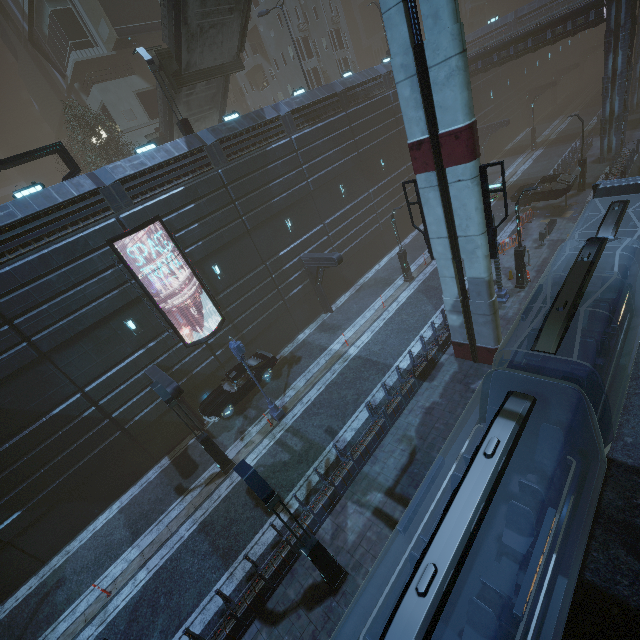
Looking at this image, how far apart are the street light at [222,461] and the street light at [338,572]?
6.7 meters

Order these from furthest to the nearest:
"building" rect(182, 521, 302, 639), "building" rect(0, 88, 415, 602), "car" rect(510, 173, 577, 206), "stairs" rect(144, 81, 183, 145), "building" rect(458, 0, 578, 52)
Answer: "building" rect(458, 0, 578, 52), "car" rect(510, 173, 577, 206), "stairs" rect(144, 81, 183, 145), "building" rect(0, 88, 415, 602), "building" rect(182, 521, 302, 639)

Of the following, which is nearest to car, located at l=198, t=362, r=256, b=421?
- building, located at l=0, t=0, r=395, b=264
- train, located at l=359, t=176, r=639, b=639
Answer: building, located at l=0, t=0, r=395, b=264

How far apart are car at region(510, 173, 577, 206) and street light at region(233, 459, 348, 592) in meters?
26.7

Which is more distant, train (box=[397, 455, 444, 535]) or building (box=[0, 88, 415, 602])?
building (box=[0, 88, 415, 602])

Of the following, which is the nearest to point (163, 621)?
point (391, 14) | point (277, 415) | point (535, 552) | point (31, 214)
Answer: point (277, 415)

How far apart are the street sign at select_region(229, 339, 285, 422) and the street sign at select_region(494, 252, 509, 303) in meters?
13.3 m

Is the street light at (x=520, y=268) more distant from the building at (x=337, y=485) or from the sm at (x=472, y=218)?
the sm at (x=472, y=218)
